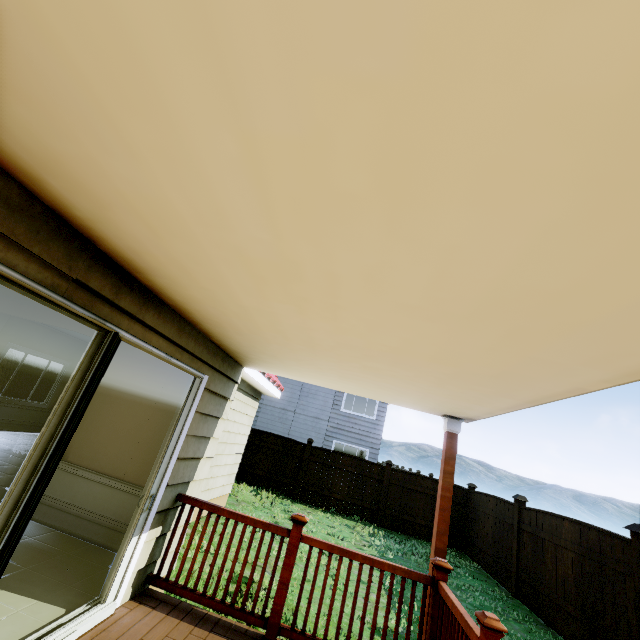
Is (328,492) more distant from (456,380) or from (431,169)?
(431,169)

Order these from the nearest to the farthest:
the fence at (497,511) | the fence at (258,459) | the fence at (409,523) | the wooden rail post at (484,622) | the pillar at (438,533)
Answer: the wooden rail post at (484,622) < the pillar at (438,533) < the fence at (497,511) < the fence at (409,523) < the fence at (258,459)

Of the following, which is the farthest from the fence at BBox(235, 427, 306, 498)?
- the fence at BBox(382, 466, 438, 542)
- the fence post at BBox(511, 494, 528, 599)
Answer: the fence post at BBox(511, 494, 528, 599)

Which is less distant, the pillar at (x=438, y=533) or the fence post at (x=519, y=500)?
the pillar at (x=438, y=533)

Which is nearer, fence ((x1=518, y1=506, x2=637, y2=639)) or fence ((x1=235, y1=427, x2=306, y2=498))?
fence ((x1=518, y1=506, x2=637, y2=639))

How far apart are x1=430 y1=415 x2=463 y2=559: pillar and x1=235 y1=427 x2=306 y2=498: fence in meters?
9.6 m

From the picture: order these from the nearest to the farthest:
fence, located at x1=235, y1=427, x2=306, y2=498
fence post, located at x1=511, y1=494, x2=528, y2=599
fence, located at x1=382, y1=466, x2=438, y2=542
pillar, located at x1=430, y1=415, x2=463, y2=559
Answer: pillar, located at x1=430, y1=415, x2=463, y2=559 < fence post, located at x1=511, y1=494, x2=528, y2=599 < fence, located at x1=382, y1=466, x2=438, y2=542 < fence, located at x1=235, y1=427, x2=306, y2=498

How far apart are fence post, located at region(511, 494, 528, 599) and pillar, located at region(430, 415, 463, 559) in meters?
6.3 m
